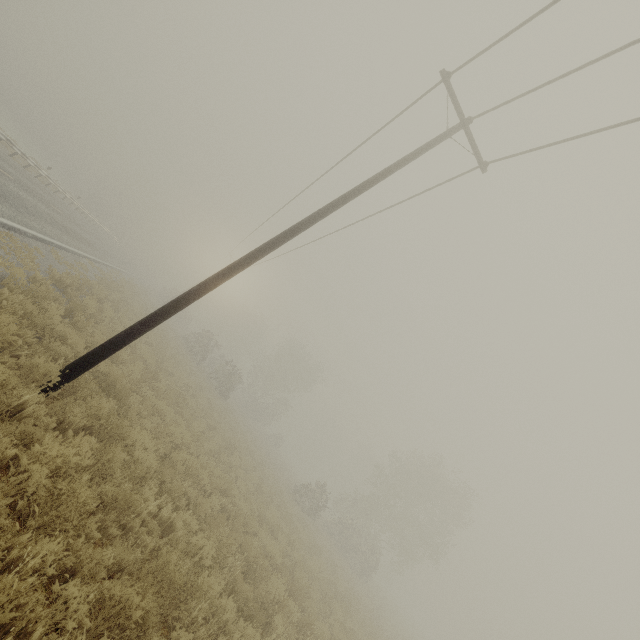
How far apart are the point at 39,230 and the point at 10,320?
10.28m
